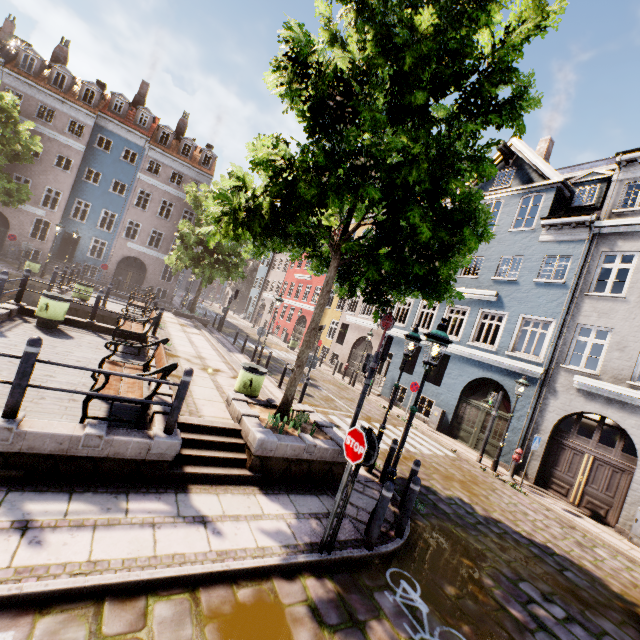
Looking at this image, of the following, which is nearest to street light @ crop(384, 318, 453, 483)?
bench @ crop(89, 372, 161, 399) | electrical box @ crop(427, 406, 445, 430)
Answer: bench @ crop(89, 372, 161, 399)

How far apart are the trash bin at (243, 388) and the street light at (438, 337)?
4.14m

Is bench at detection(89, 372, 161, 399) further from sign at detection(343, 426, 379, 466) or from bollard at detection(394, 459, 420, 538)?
bollard at detection(394, 459, 420, 538)

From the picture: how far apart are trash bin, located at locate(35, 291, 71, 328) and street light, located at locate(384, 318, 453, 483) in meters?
10.3 m

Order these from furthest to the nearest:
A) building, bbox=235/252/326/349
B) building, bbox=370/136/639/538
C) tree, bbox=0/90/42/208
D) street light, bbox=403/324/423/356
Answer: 1. building, bbox=235/252/326/349
2. tree, bbox=0/90/42/208
3. building, bbox=370/136/639/538
4. street light, bbox=403/324/423/356

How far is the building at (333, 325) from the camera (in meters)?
23.30

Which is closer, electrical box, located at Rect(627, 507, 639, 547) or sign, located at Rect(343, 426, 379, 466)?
sign, located at Rect(343, 426, 379, 466)

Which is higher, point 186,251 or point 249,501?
point 186,251
